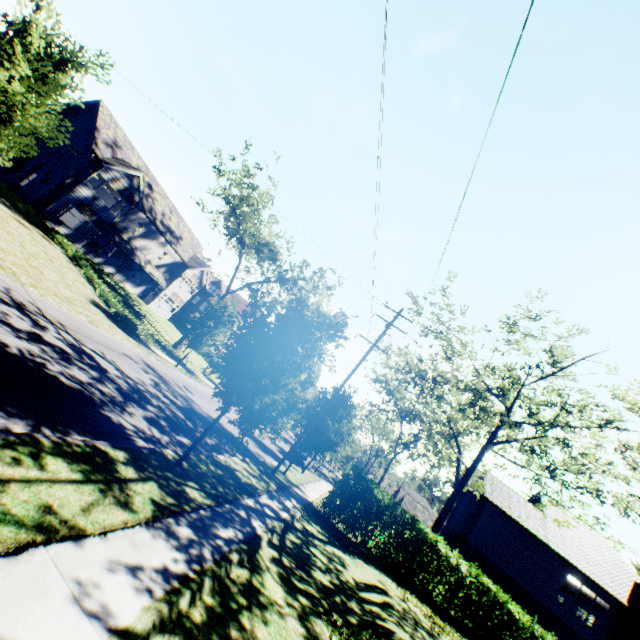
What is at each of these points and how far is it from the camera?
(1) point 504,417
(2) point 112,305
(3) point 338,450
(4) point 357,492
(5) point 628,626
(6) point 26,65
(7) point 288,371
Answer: (1) tree, 15.34m
(2) hedge, 21.98m
(3) tree, 25.59m
(4) hedge, 17.72m
(5) chimney, 20.78m
(6) tree, 9.05m
(7) tree, 8.34m

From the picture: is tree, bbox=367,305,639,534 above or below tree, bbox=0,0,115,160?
above

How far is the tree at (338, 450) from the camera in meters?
18.9

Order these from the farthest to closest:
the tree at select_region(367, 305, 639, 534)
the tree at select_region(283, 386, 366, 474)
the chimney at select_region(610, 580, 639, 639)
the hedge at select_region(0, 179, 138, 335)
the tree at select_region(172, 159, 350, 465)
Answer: the hedge at select_region(0, 179, 138, 335)
the chimney at select_region(610, 580, 639, 639)
the tree at select_region(283, 386, 366, 474)
the tree at select_region(367, 305, 639, 534)
the tree at select_region(172, 159, 350, 465)

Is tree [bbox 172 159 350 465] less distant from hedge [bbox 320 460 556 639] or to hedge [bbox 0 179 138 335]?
hedge [bbox 320 460 556 639]

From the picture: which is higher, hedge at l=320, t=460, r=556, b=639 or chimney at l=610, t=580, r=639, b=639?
chimney at l=610, t=580, r=639, b=639

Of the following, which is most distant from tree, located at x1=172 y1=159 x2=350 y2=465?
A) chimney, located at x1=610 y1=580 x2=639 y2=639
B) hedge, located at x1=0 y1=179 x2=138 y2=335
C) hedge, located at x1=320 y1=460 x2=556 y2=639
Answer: chimney, located at x1=610 y1=580 x2=639 y2=639
